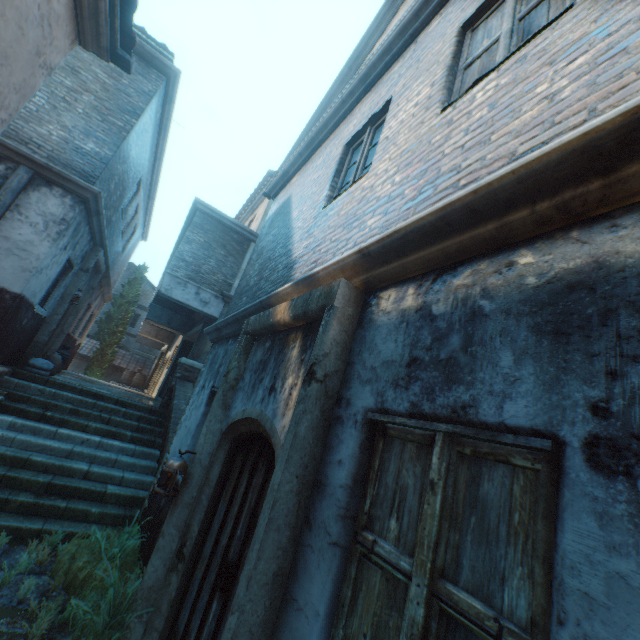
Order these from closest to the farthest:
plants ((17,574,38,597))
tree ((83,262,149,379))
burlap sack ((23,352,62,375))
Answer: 1. plants ((17,574,38,597))
2. burlap sack ((23,352,62,375))
3. tree ((83,262,149,379))

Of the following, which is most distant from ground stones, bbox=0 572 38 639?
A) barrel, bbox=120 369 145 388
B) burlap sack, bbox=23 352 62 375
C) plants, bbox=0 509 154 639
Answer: barrel, bbox=120 369 145 388

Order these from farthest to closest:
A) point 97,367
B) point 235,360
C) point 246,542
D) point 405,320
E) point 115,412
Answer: point 97,367, point 115,412, point 235,360, point 246,542, point 405,320

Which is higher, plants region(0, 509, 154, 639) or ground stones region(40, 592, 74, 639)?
plants region(0, 509, 154, 639)

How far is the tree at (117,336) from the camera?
21.31m

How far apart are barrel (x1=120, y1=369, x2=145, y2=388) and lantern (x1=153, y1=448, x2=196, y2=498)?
21.78m

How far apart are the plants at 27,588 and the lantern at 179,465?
1.0m

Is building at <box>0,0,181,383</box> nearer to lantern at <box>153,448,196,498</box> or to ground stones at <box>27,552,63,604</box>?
ground stones at <box>27,552,63,604</box>
